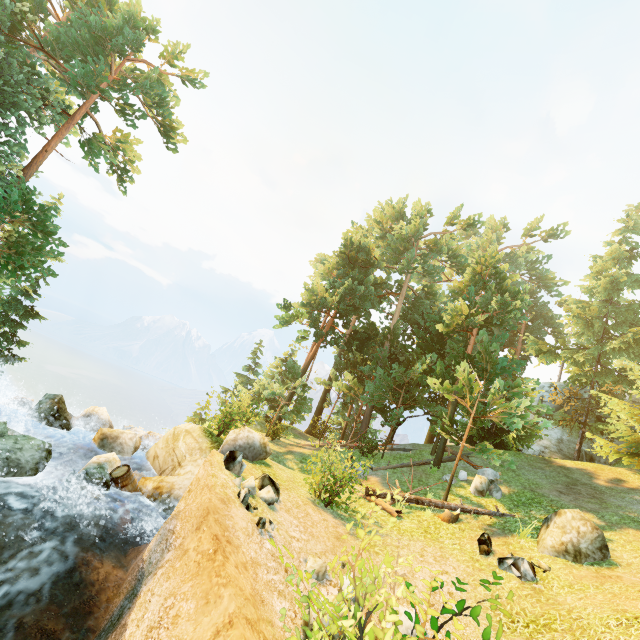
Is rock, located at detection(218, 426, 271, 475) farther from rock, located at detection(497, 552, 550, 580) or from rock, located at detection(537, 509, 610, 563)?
rock, located at detection(537, 509, 610, 563)

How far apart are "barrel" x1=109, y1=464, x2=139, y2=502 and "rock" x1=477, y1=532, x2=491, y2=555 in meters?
11.7 m

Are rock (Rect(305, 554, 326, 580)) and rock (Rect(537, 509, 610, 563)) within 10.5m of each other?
yes

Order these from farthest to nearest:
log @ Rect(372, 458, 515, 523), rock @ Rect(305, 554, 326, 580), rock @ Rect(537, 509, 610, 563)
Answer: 1. log @ Rect(372, 458, 515, 523)
2. rock @ Rect(537, 509, 610, 563)
3. rock @ Rect(305, 554, 326, 580)

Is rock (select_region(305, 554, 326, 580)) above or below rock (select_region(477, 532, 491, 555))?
below

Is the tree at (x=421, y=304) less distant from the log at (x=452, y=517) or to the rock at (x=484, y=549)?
the log at (x=452, y=517)

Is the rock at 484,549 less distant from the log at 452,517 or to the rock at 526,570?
the rock at 526,570

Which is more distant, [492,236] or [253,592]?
[492,236]
